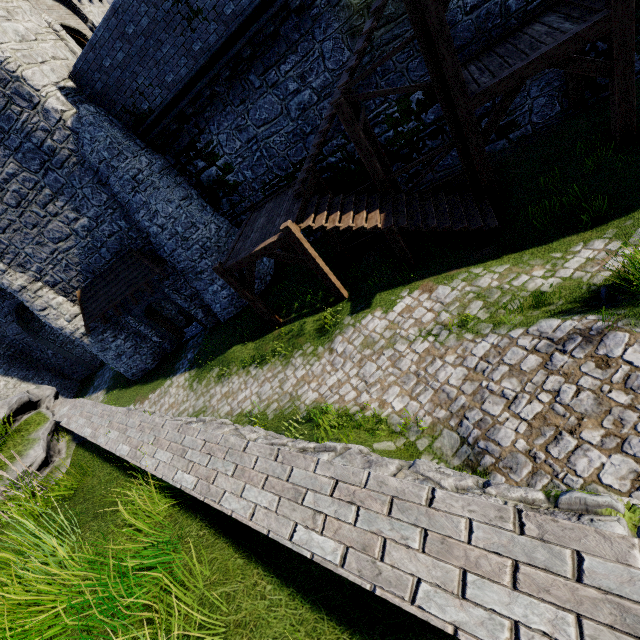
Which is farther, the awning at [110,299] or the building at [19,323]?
the building at [19,323]

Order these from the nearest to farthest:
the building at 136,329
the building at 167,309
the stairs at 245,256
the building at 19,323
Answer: the stairs at 245,256
the building at 136,329
the building at 167,309
the building at 19,323

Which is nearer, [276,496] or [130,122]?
[276,496]

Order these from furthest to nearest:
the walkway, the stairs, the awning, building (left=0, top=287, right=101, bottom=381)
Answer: building (left=0, top=287, right=101, bottom=381), the awning, the stairs, the walkway

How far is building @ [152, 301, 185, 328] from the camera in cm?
1859

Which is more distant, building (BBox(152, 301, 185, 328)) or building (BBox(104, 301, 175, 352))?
building (BBox(152, 301, 185, 328))

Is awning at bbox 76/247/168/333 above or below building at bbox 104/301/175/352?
above

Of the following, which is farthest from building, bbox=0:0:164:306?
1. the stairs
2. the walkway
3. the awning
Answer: the walkway
